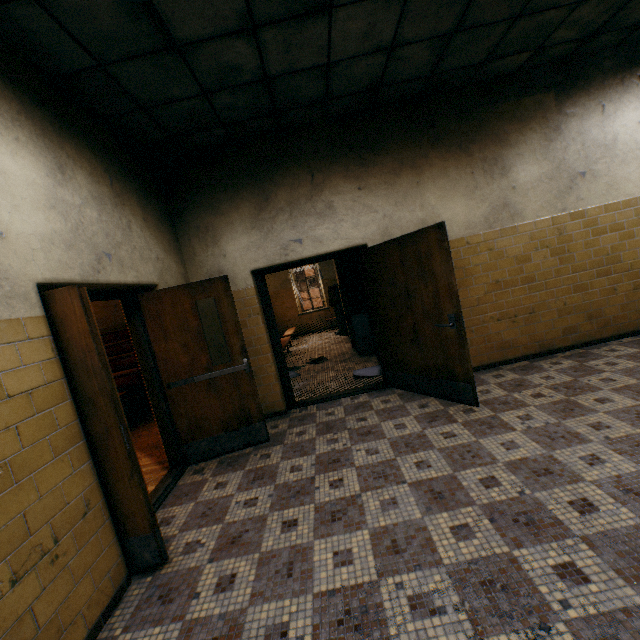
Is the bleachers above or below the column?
below

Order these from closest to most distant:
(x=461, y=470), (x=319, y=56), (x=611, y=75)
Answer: (x=461, y=470), (x=319, y=56), (x=611, y=75)

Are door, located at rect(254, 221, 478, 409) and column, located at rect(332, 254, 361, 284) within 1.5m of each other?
no

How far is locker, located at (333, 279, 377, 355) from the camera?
7.11m

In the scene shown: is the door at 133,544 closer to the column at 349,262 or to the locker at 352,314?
the locker at 352,314

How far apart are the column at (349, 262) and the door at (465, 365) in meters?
3.5 m

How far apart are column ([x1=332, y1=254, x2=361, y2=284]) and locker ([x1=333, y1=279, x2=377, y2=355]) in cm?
1

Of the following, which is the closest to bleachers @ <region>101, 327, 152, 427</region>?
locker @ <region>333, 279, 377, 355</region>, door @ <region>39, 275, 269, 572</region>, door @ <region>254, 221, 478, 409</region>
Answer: door @ <region>39, 275, 269, 572</region>
